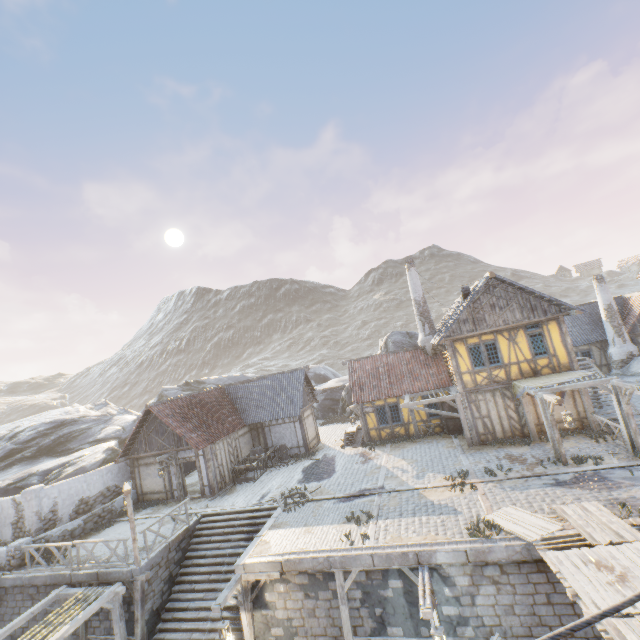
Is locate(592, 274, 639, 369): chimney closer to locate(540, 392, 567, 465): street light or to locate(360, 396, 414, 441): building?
locate(540, 392, 567, 465): street light

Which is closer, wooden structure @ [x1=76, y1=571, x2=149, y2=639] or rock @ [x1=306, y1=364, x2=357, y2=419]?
wooden structure @ [x1=76, y1=571, x2=149, y2=639]

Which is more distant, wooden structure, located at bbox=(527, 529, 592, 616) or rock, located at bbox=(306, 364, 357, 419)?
rock, located at bbox=(306, 364, 357, 419)

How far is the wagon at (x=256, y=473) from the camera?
19.61m

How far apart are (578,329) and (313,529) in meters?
26.7 m

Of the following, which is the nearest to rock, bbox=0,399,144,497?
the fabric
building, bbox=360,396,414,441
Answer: building, bbox=360,396,414,441

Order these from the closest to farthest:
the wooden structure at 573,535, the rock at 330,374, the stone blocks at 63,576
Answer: the wooden structure at 573,535, the stone blocks at 63,576, the rock at 330,374

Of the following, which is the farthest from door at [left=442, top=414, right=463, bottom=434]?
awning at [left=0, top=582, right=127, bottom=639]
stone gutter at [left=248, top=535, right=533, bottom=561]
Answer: awning at [left=0, top=582, right=127, bottom=639]
